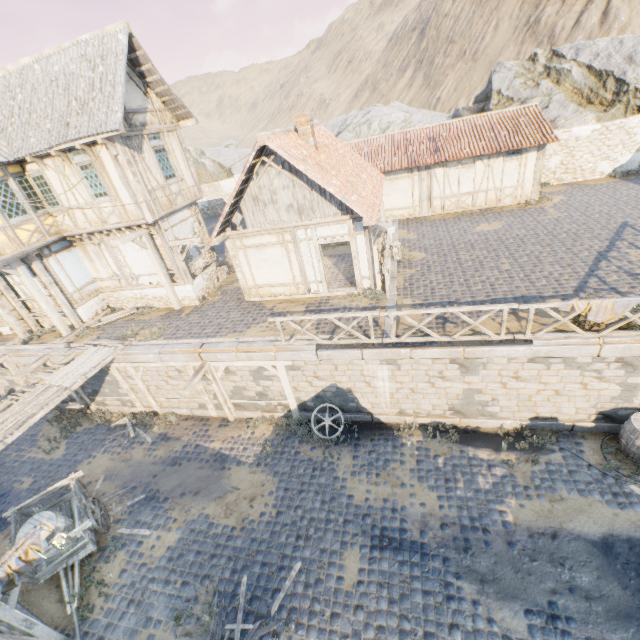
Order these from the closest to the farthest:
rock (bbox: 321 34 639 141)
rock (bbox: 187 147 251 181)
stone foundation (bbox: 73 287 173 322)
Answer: stone foundation (bbox: 73 287 173 322), rock (bbox: 321 34 639 141), rock (bbox: 187 147 251 181)

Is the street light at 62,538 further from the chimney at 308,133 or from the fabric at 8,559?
the chimney at 308,133

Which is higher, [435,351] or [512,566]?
[435,351]

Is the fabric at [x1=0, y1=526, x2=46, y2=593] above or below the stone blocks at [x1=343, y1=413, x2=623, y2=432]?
above

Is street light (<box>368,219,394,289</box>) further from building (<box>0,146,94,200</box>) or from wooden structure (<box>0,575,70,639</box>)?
wooden structure (<box>0,575,70,639</box>)

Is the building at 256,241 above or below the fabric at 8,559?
above

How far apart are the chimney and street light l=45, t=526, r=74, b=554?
13.46m

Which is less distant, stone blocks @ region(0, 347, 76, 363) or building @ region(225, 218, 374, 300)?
building @ region(225, 218, 374, 300)
